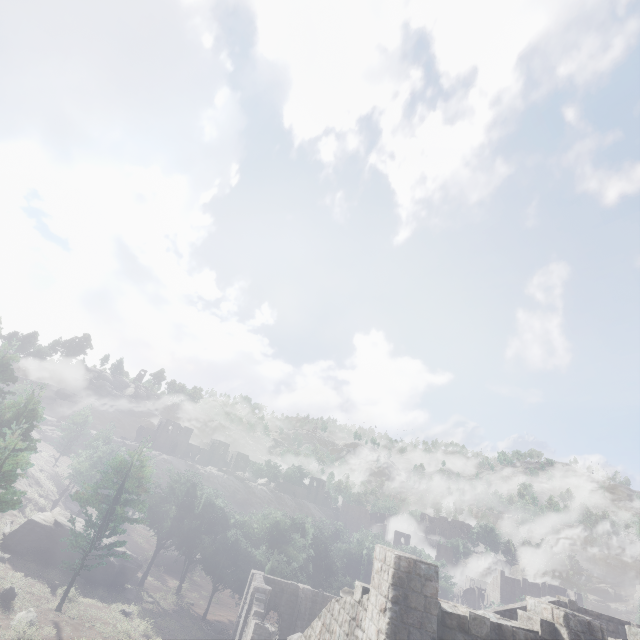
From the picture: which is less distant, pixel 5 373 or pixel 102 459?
pixel 5 373
